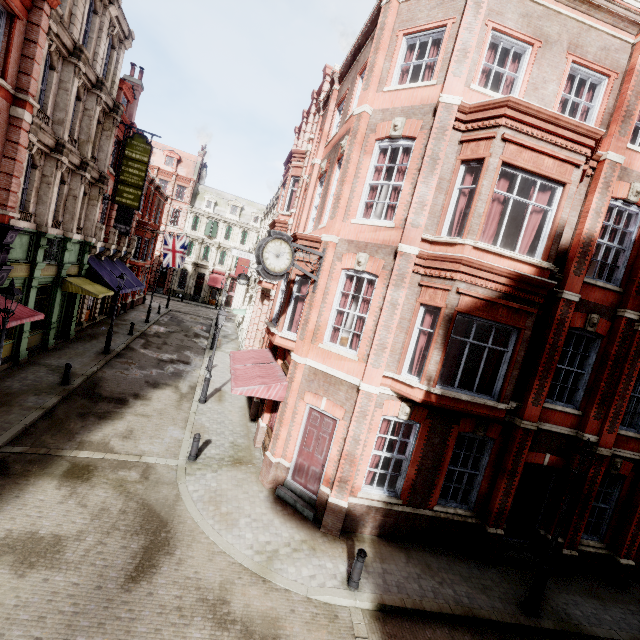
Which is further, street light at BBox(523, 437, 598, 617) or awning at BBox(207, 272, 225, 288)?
awning at BBox(207, 272, 225, 288)

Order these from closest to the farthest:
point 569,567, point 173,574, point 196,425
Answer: point 173,574, point 569,567, point 196,425

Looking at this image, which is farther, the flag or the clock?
the flag

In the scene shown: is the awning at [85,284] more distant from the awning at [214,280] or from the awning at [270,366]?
the awning at [214,280]

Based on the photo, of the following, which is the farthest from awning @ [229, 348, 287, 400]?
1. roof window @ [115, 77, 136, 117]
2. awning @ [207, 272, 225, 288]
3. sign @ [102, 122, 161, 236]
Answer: awning @ [207, 272, 225, 288]

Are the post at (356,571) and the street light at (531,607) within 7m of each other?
yes

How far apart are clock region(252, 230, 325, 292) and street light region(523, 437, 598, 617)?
8.16m

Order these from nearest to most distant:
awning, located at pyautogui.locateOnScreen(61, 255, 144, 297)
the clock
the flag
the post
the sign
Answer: the post, the clock, awning, located at pyautogui.locateOnScreen(61, 255, 144, 297), the sign, the flag
